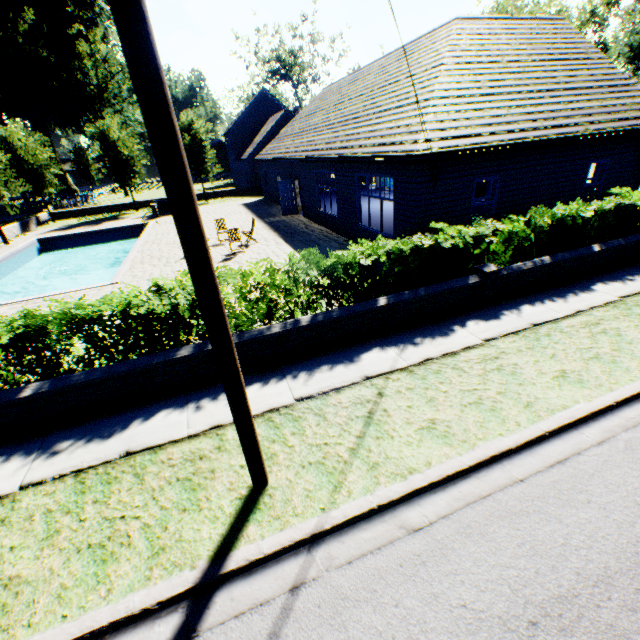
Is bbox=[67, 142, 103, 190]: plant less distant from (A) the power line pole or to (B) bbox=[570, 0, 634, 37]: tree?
(B) bbox=[570, 0, 634, 37]: tree

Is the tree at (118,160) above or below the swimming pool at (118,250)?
above

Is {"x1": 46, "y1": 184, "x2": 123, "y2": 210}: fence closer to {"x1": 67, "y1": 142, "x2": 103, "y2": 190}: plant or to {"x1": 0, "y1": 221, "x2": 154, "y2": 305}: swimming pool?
{"x1": 67, "y1": 142, "x2": 103, "y2": 190}: plant

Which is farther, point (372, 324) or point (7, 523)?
point (372, 324)

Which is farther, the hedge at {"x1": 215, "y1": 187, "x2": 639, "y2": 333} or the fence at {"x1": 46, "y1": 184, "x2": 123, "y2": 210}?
the fence at {"x1": 46, "y1": 184, "x2": 123, "y2": 210}

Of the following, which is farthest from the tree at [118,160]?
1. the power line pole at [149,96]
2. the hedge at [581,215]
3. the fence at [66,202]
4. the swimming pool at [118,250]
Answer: the power line pole at [149,96]

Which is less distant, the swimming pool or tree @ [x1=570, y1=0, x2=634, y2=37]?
the swimming pool

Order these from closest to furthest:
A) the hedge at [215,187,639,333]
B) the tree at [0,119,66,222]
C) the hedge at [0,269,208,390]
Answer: the hedge at [0,269,208,390] < the hedge at [215,187,639,333] < the tree at [0,119,66,222]
